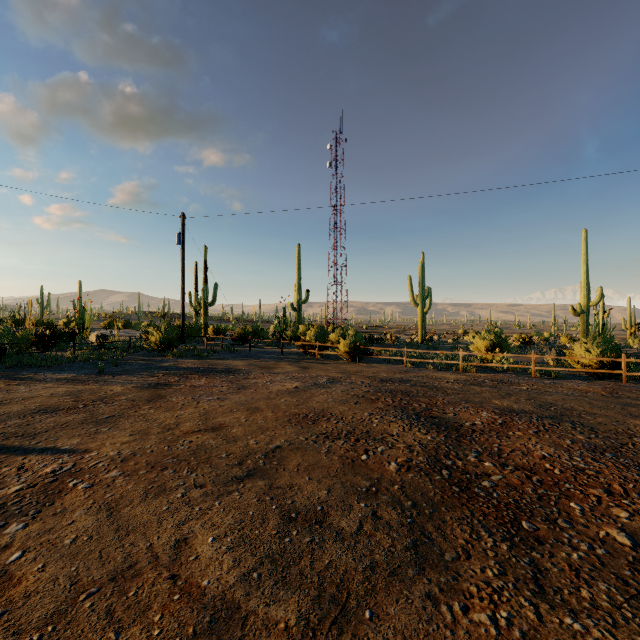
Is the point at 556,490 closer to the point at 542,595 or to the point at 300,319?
the point at 542,595
